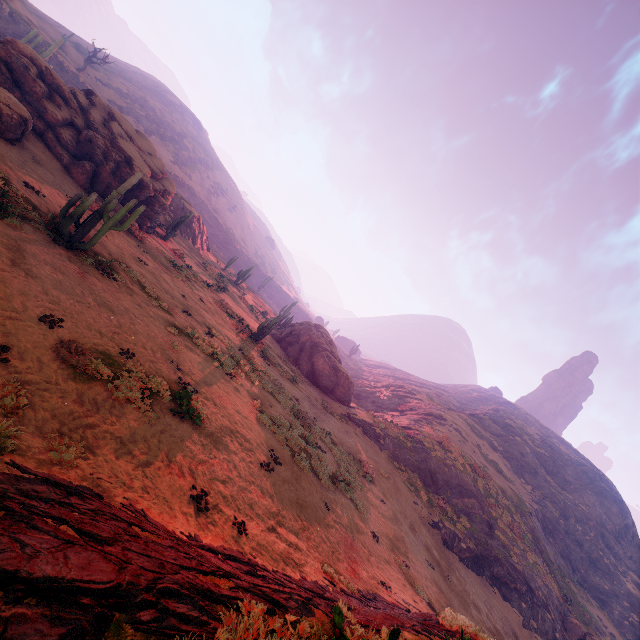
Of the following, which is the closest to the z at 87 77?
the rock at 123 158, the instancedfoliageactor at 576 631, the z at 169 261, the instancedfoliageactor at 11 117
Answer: the z at 169 261

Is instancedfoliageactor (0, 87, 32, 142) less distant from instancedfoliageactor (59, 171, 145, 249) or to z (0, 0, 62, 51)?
instancedfoliageactor (59, 171, 145, 249)

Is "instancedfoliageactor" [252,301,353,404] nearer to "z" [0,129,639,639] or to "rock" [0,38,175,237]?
"z" [0,129,639,639]

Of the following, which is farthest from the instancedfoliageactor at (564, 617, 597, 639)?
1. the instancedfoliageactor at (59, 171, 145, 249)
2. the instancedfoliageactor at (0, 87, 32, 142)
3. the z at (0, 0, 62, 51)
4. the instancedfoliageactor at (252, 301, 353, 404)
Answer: the z at (0, 0, 62, 51)

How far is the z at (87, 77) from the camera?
45.06m

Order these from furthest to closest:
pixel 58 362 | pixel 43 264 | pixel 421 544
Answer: pixel 421 544, pixel 43 264, pixel 58 362

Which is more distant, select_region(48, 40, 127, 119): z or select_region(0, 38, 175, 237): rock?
select_region(48, 40, 127, 119): z

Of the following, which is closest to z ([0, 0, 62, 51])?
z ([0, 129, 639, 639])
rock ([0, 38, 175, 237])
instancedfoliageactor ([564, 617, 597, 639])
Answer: z ([0, 129, 639, 639])
